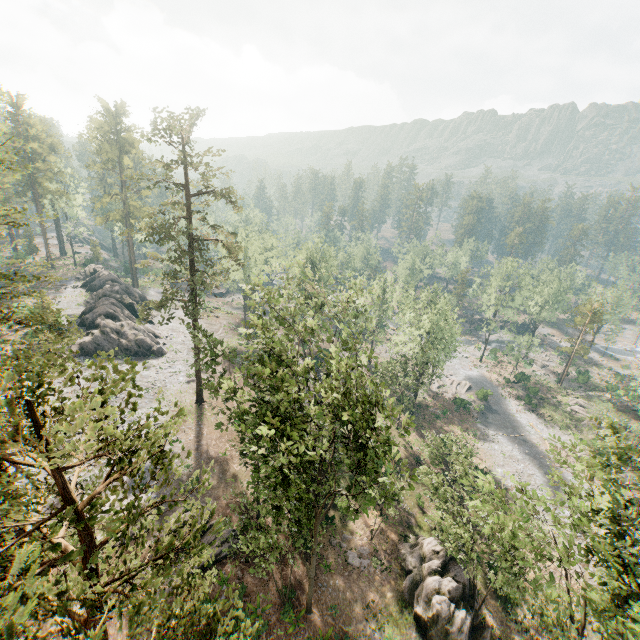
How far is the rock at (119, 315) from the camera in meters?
41.2 m

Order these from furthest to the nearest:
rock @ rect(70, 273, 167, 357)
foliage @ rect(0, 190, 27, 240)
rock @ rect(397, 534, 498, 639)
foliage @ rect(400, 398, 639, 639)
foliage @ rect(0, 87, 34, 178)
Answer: rock @ rect(70, 273, 167, 357) < rock @ rect(397, 534, 498, 639) < foliage @ rect(400, 398, 639, 639) < foliage @ rect(0, 190, 27, 240) < foliage @ rect(0, 87, 34, 178)

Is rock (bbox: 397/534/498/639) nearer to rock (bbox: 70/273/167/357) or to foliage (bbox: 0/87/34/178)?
foliage (bbox: 0/87/34/178)

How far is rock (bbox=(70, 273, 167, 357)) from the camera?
41.25m

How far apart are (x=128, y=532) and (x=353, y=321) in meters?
33.7

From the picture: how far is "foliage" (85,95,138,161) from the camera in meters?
56.7 m

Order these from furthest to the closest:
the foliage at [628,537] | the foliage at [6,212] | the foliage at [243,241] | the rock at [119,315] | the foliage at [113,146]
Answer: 1. the foliage at [113,146]
2. the rock at [119,315]
3. the foliage at [628,537]
4. the foliage at [6,212]
5. the foliage at [243,241]

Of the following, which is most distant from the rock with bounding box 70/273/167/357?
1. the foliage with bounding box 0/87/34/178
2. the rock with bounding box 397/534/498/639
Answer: the rock with bounding box 397/534/498/639
